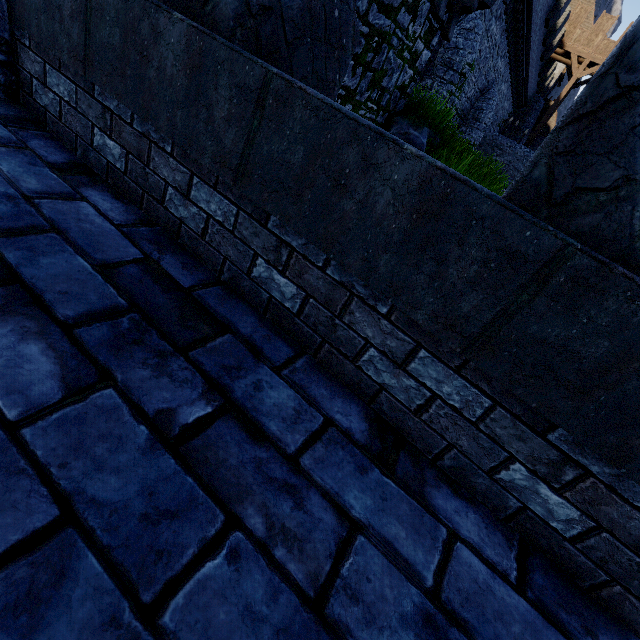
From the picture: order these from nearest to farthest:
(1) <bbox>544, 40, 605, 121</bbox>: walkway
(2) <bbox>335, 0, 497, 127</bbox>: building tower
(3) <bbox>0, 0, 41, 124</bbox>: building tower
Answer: A:
(3) <bbox>0, 0, 41, 124</bbox>: building tower
(2) <bbox>335, 0, 497, 127</bbox>: building tower
(1) <bbox>544, 40, 605, 121</bbox>: walkway

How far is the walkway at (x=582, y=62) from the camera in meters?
24.3 m

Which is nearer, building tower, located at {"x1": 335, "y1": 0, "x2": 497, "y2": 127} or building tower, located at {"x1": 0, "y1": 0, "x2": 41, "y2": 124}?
building tower, located at {"x1": 0, "y1": 0, "x2": 41, "y2": 124}

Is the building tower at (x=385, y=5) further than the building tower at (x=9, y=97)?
Yes

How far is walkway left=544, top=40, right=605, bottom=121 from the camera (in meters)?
24.28

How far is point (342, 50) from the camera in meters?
2.4 m

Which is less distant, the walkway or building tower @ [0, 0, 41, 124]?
building tower @ [0, 0, 41, 124]

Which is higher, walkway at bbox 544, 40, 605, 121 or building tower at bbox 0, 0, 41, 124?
walkway at bbox 544, 40, 605, 121
